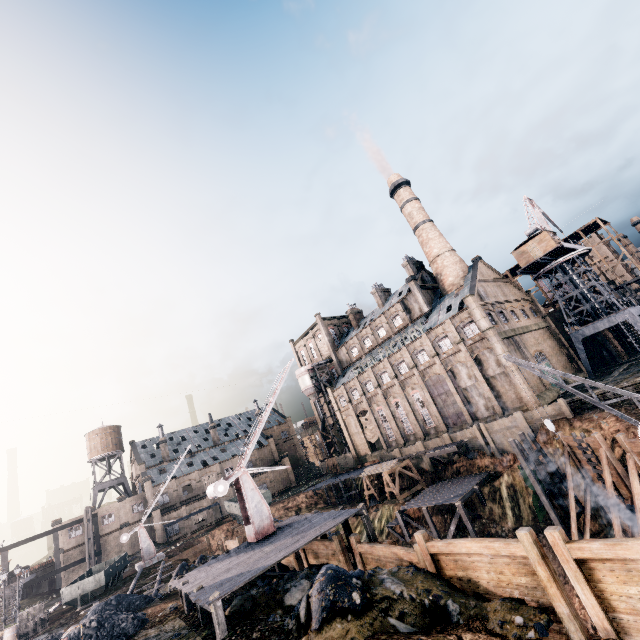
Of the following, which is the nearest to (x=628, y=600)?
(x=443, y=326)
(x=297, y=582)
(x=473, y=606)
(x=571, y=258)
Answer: (x=473, y=606)

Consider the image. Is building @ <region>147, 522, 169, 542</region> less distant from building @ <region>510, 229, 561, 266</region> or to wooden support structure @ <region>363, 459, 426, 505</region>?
wooden support structure @ <region>363, 459, 426, 505</region>

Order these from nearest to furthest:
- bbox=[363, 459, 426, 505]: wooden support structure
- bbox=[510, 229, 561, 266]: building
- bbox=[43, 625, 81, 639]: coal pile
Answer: bbox=[43, 625, 81, 639]: coal pile, bbox=[363, 459, 426, 505]: wooden support structure, bbox=[510, 229, 561, 266]: building

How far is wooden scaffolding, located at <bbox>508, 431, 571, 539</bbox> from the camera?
25.6m

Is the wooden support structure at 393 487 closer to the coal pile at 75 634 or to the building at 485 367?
the building at 485 367

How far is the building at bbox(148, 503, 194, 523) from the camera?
56.4 meters

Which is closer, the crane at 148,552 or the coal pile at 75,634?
the coal pile at 75,634

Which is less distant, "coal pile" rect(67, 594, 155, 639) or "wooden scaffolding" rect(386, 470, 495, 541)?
"coal pile" rect(67, 594, 155, 639)
